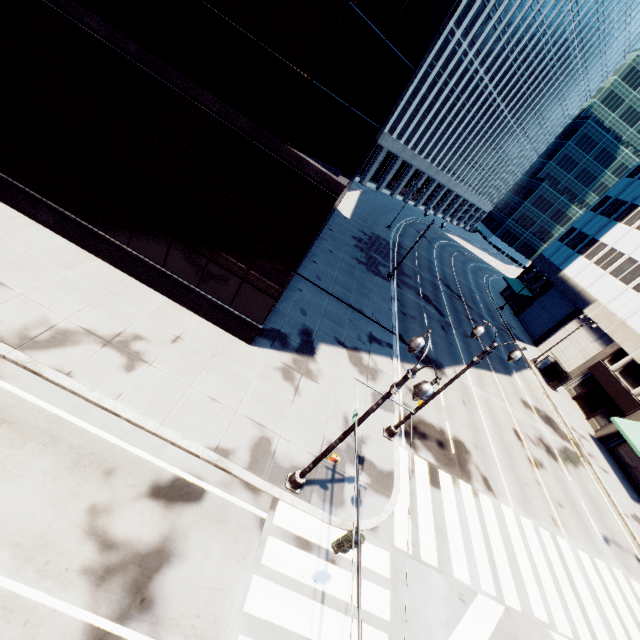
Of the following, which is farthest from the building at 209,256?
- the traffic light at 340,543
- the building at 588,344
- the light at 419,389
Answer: the building at 588,344

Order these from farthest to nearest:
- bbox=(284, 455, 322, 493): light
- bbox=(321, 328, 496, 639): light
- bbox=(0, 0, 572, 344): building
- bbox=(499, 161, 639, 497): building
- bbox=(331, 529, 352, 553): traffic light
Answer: bbox=(499, 161, 639, 497): building
bbox=(284, 455, 322, 493): light
bbox=(0, 0, 572, 344): building
bbox=(331, 529, 352, 553): traffic light
bbox=(321, 328, 496, 639): light

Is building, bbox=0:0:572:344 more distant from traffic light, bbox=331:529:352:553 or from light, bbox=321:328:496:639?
traffic light, bbox=331:529:352:553

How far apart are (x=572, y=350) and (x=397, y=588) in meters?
39.8 m

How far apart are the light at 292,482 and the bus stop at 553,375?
34.3m

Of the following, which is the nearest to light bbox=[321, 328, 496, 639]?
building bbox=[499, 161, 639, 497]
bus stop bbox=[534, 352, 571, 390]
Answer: building bbox=[499, 161, 639, 497]

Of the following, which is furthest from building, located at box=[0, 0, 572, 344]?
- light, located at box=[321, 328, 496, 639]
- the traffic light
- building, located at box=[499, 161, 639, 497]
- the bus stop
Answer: building, located at box=[499, 161, 639, 497]

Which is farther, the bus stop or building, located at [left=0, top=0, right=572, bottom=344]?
the bus stop
